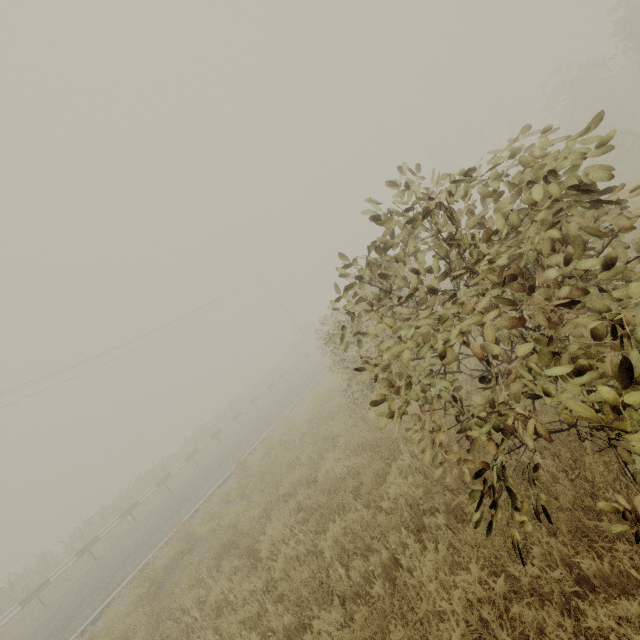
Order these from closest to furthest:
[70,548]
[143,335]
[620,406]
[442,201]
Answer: [620,406] < [442,201] < [70,548] < [143,335]

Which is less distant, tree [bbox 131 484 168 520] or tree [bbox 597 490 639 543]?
tree [bbox 597 490 639 543]

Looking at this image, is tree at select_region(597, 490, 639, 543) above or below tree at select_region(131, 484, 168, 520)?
above

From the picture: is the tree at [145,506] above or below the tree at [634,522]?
below

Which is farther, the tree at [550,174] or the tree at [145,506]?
the tree at [145,506]
